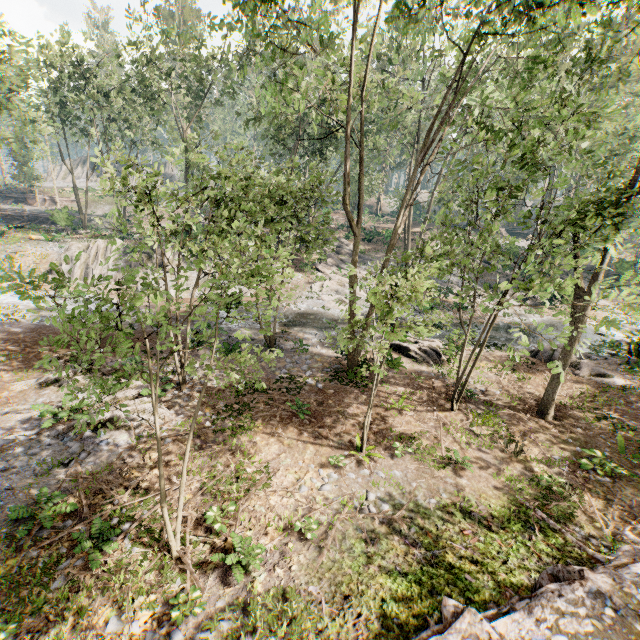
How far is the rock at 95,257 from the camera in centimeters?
2688cm

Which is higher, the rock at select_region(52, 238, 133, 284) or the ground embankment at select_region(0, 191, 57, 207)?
the ground embankment at select_region(0, 191, 57, 207)

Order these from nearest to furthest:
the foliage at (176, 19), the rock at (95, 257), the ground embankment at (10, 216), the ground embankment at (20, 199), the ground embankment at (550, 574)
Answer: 1. the ground embankment at (550, 574)
2. the foliage at (176, 19)
3. the rock at (95, 257)
4. the ground embankment at (10, 216)
5. the ground embankment at (20, 199)

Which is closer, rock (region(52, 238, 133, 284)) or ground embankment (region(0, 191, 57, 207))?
rock (region(52, 238, 133, 284))

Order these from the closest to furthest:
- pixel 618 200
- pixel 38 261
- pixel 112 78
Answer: pixel 618 200 < pixel 38 261 < pixel 112 78

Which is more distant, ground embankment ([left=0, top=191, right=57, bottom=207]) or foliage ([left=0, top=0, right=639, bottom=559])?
ground embankment ([left=0, top=191, right=57, bottom=207])

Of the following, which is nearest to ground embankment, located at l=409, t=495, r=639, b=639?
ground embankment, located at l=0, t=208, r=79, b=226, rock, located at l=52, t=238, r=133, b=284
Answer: rock, located at l=52, t=238, r=133, b=284

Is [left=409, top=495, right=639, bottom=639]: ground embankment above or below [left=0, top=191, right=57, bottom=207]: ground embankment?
below
